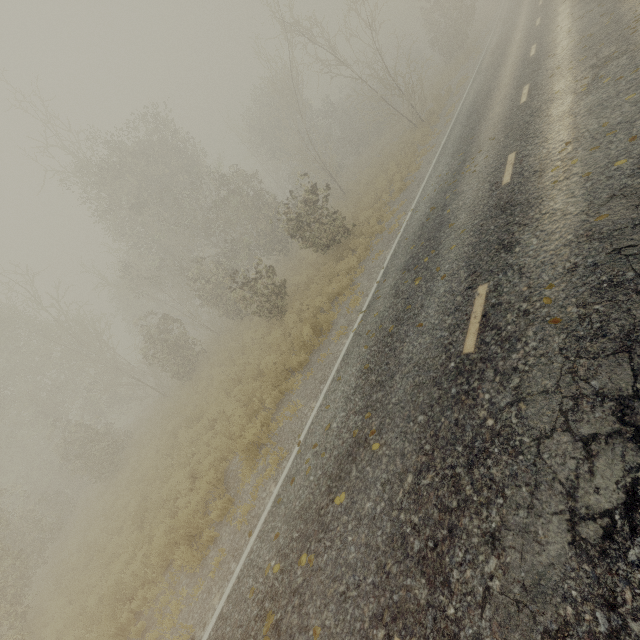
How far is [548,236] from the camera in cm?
529
